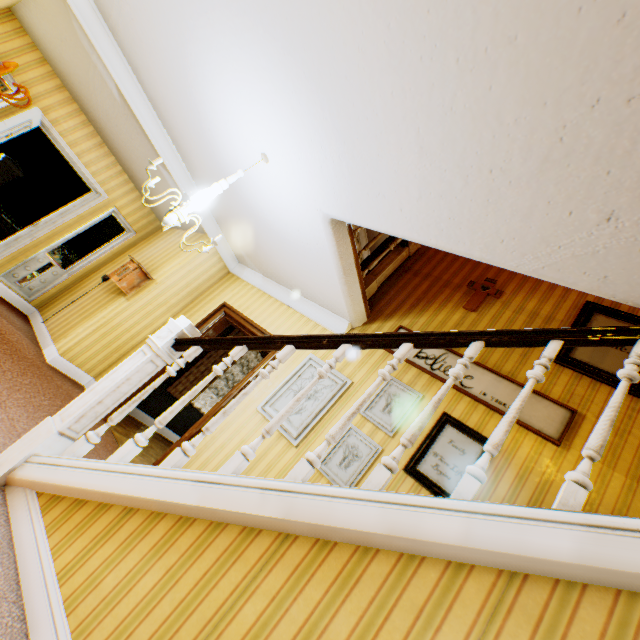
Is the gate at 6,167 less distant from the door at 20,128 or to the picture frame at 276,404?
the door at 20,128

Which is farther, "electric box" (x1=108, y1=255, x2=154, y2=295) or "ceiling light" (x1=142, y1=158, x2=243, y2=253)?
"electric box" (x1=108, y1=255, x2=154, y2=295)

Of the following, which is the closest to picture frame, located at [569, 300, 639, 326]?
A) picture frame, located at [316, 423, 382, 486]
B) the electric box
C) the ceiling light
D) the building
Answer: the building

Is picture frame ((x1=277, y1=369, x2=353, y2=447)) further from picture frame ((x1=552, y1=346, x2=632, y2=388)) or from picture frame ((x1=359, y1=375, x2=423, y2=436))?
picture frame ((x1=552, y1=346, x2=632, y2=388))

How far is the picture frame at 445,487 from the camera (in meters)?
2.98

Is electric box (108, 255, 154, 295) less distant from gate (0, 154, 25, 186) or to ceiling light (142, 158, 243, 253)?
ceiling light (142, 158, 243, 253)

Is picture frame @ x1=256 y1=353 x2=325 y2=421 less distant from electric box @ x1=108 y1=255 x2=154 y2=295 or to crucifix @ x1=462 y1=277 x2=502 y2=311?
crucifix @ x1=462 y1=277 x2=502 y2=311

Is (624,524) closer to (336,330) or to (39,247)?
(336,330)
